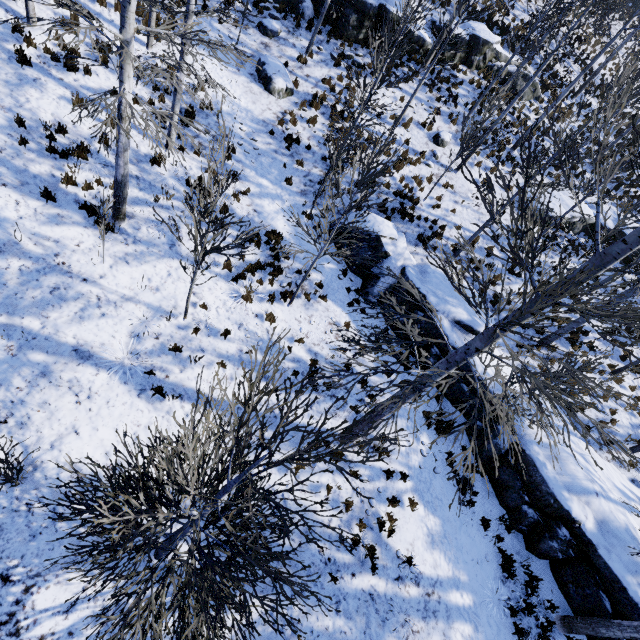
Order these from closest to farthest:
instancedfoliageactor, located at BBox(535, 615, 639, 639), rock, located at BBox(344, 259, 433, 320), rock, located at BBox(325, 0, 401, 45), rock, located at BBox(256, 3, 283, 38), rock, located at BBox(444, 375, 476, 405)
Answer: instancedfoliageactor, located at BBox(535, 615, 639, 639) → rock, located at BBox(444, 375, 476, 405) → rock, located at BBox(344, 259, 433, 320) → rock, located at BBox(256, 3, 283, 38) → rock, located at BBox(325, 0, 401, 45)

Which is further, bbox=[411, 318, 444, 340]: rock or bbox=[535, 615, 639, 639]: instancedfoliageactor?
bbox=[411, 318, 444, 340]: rock

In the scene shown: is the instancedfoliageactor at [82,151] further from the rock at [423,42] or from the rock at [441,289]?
the rock at [423,42]

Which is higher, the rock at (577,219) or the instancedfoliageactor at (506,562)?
the rock at (577,219)

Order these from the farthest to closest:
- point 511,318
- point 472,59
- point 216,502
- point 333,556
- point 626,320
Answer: point 472,59, point 333,556, point 626,320, point 511,318, point 216,502

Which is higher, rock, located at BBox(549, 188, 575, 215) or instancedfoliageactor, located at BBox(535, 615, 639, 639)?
rock, located at BBox(549, 188, 575, 215)

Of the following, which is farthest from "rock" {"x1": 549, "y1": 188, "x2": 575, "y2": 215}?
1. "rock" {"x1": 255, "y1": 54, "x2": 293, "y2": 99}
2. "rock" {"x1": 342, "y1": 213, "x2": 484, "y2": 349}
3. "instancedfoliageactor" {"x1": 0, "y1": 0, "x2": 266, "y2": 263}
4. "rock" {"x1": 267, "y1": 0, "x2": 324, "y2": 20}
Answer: "rock" {"x1": 255, "y1": 54, "x2": 293, "y2": 99}

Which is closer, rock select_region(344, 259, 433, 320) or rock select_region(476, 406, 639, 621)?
rock select_region(476, 406, 639, 621)
